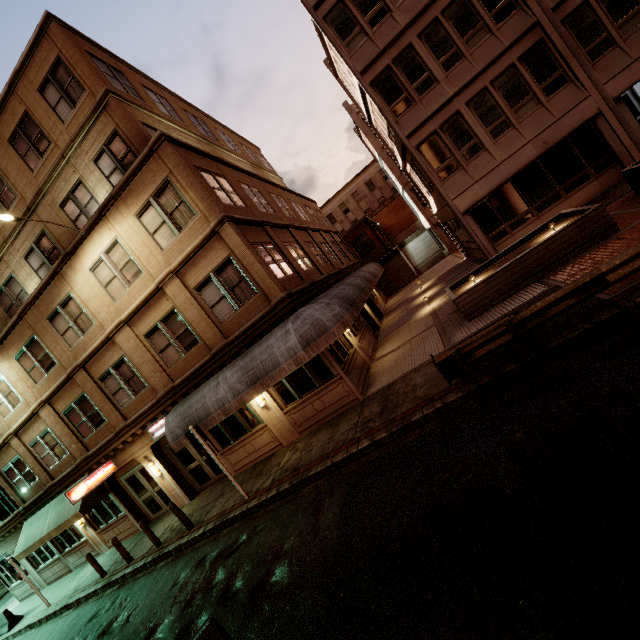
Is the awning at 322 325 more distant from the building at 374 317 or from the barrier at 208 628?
A: the barrier at 208 628

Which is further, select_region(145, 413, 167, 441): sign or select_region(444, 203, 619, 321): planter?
select_region(145, 413, 167, 441): sign

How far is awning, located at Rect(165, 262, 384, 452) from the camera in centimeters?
1025cm

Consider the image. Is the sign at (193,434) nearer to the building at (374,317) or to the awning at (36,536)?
the building at (374,317)

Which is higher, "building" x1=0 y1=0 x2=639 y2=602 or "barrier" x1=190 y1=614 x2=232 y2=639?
"building" x1=0 y1=0 x2=639 y2=602

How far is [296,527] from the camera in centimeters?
762cm

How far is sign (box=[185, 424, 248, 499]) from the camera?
10.5m

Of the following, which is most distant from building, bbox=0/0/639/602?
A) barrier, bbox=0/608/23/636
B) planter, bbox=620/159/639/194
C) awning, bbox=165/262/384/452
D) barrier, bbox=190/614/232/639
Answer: planter, bbox=620/159/639/194
